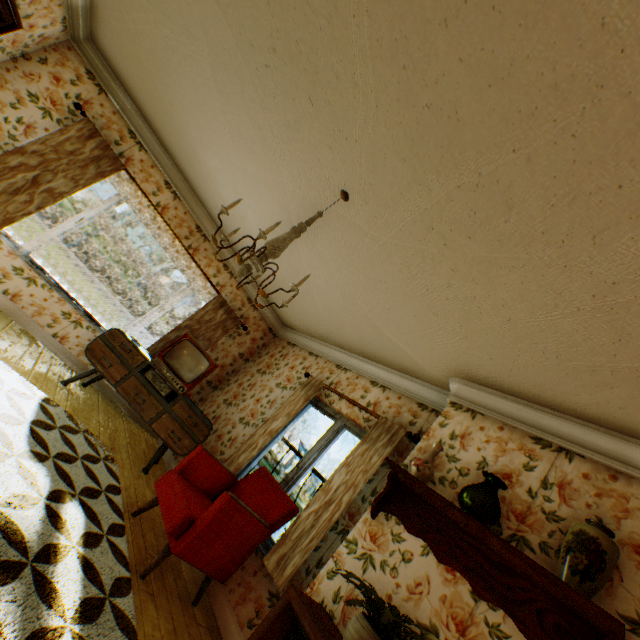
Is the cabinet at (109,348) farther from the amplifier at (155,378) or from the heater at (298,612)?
the heater at (298,612)

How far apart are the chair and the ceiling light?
1.72m

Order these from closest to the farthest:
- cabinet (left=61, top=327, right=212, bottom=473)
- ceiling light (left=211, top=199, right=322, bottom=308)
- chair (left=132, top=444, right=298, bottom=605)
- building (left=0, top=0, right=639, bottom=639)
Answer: building (left=0, top=0, right=639, bottom=639)
ceiling light (left=211, top=199, right=322, bottom=308)
chair (left=132, top=444, right=298, bottom=605)
cabinet (left=61, top=327, right=212, bottom=473)

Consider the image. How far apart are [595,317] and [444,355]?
1.5m

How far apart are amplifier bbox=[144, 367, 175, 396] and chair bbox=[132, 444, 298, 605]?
1.3m

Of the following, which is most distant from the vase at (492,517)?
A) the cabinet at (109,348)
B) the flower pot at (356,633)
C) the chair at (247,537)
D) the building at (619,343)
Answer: the cabinet at (109,348)

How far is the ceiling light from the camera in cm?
220

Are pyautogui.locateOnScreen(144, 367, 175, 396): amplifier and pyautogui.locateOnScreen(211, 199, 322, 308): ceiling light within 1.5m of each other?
no
